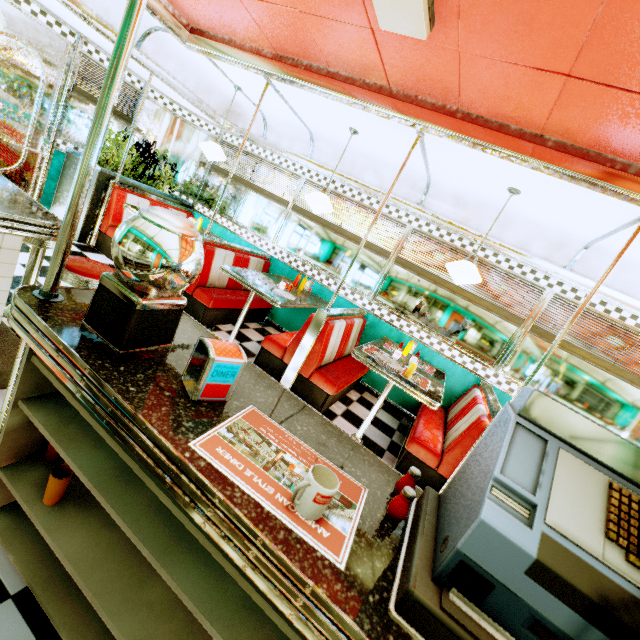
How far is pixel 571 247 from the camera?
3.8 meters

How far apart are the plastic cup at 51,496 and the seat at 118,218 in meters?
4.3 m

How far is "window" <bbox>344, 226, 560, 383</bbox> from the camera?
4.2 meters

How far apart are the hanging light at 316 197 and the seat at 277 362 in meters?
1.3

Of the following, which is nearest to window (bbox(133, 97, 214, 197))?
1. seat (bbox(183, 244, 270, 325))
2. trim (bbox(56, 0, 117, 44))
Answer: trim (bbox(56, 0, 117, 44))

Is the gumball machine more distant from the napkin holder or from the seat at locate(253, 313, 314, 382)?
the seat at locate(253, 313, 314, 382)

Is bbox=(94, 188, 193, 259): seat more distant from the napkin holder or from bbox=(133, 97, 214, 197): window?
the napkin holder

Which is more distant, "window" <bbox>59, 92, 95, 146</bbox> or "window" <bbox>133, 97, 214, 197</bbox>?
"window" <bbox>133, 97, 214, 197</bbox>
